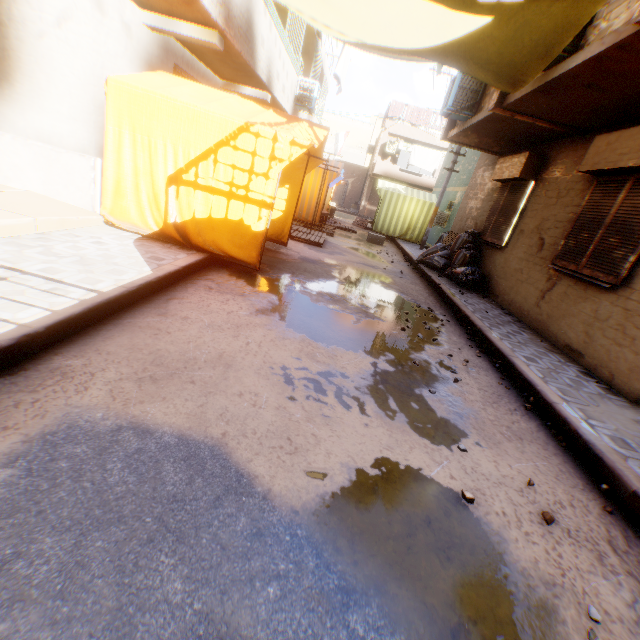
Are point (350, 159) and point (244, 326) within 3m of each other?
no

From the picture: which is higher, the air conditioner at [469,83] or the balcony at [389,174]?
the air conditioner at [469,83]

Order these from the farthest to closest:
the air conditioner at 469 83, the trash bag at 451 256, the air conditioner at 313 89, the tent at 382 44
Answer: the air conditioner at 313 89 → the trash bag at 451 256 → the air conditioner at 469 83 → the tent at 382 44

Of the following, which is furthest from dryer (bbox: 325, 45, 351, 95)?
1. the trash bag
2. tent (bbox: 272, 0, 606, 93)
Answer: the trash bag

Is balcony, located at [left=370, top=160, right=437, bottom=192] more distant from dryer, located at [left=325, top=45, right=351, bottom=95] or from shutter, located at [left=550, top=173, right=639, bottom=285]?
shutter, located at [left=550, top=173, right=639, bottom=285]

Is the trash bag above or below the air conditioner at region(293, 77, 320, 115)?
below

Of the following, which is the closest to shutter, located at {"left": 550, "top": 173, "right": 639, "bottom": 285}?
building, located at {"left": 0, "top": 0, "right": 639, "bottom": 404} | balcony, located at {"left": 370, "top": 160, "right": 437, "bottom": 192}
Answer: building, located at {"left": 0, "top": 0, "right": 639, "bottom": 404}

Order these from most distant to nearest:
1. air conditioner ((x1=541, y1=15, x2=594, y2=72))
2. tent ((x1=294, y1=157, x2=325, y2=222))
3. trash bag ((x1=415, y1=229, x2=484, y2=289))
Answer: trash bag ((x1=415, y1=229, x2=484, y2=289)) → tent ((x1=294, y1=157, x2=325, y2=222)) → air conditioner ((x1=541, y1=15, x2=594, y2=72))
